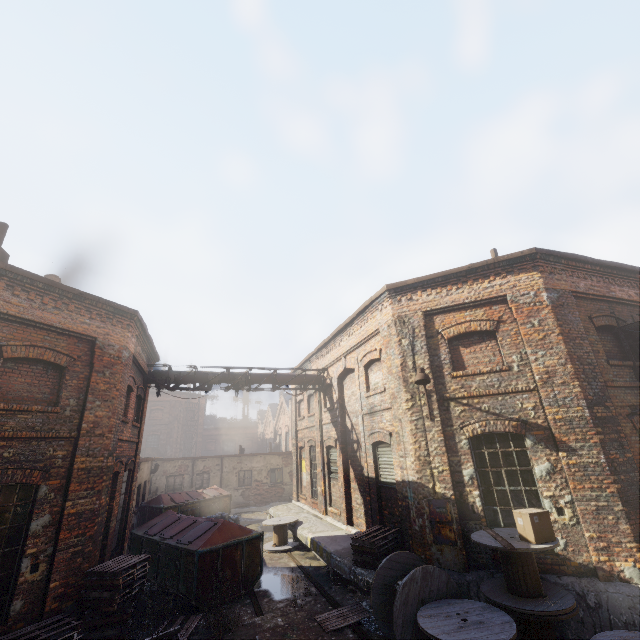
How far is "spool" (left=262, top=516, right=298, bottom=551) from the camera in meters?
12.9 m

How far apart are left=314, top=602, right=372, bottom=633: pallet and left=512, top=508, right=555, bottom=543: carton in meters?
3.9 m

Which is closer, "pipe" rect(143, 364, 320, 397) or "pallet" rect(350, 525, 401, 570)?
"pallet" rect(350, 525, 401, 570)

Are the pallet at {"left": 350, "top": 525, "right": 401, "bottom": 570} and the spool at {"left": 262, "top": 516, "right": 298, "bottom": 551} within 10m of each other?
yes

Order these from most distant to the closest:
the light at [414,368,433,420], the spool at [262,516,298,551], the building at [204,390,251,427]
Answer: the building at [204,390,251,427] → the spool at [262,516,298,551] → the light at [414,368,433,420]

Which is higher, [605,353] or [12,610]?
[605,353]

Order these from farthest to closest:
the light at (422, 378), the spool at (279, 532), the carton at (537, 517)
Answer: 1. the spool at (279, 532)
2. the light at (422, 378)
3. the carton at (537, 517)

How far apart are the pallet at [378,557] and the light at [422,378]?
3.3m
